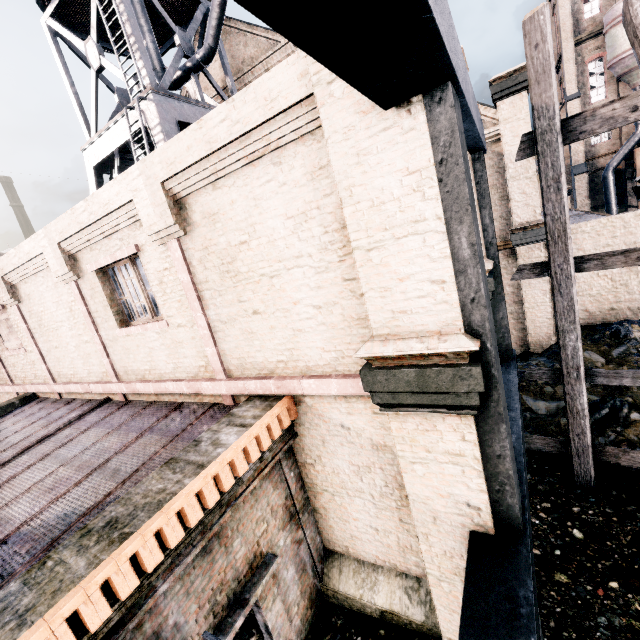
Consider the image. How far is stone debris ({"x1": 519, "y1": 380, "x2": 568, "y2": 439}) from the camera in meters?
10.2

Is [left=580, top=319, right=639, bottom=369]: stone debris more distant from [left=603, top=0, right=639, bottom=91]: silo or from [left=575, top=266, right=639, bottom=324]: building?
[left=603, top=0, right=639, bottom=91]: silo

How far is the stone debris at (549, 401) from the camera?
10.24m

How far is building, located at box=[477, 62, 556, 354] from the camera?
13.3m

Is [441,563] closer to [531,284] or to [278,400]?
[278,400]

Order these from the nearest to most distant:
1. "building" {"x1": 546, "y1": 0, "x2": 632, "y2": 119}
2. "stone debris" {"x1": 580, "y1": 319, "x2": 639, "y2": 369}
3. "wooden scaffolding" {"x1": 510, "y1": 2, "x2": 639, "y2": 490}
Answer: "wooden scaffolding" {"x1": 510, "y1": 2, "x2": 639, "y2": 490}, "stone debris" {"x1": 580, "y1": 319, "x2": 639, "y2": 369}, "building" {"x1": 546, "y1": 0, "x2": 632, "y2": 119}

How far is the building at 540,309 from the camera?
13.3 meters

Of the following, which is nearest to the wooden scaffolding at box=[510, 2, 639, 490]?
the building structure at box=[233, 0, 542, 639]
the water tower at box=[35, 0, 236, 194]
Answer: the building structure at box=[233, 0, 542, 639]
